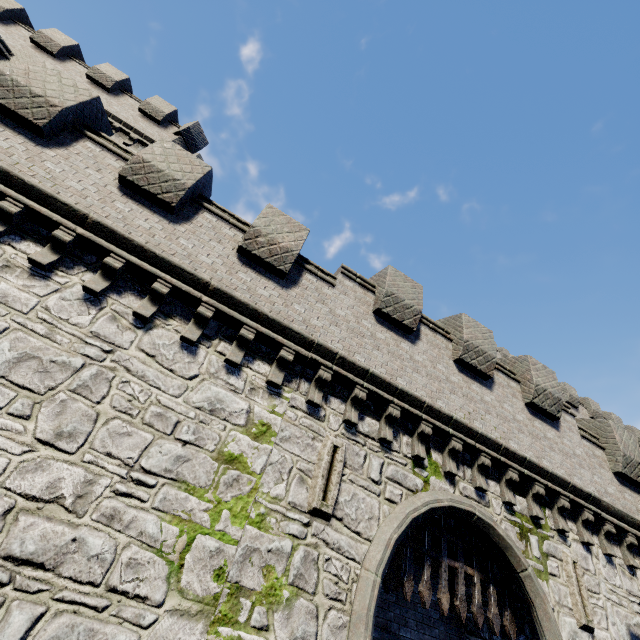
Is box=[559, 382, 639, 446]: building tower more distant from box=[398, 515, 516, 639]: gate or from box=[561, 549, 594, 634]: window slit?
box=[398, 515, 516, 639]: gate

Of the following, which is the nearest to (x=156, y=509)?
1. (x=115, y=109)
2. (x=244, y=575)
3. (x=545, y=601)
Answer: (x=244, y=575)

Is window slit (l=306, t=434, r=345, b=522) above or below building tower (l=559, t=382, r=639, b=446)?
below

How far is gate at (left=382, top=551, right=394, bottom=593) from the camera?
6.6 meters

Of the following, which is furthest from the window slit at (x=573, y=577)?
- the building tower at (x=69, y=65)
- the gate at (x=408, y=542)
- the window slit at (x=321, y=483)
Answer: Result: the building tower at (x=69, y=65)

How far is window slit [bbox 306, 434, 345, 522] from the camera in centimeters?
605cm

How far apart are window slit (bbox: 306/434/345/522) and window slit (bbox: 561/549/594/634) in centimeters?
672cm

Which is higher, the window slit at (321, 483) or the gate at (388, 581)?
the window slit at (321, 483)
